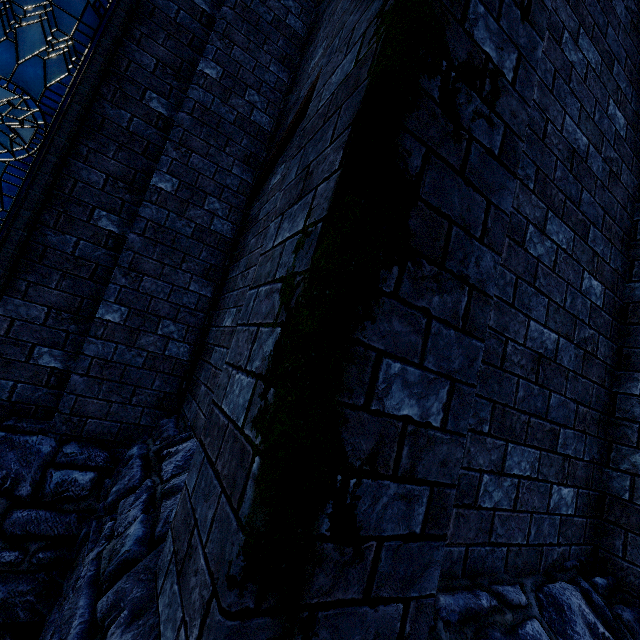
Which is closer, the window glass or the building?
the building

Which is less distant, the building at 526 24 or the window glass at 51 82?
the building at 526 24

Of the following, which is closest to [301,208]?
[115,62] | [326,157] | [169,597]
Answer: [326,157]
